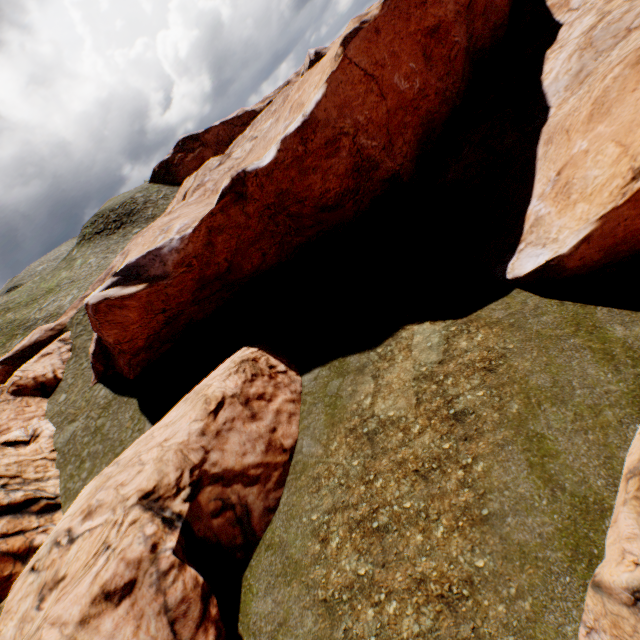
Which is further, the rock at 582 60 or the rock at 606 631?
the rock at 582 60

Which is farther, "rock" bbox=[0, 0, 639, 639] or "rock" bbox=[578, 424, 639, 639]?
"rock" bbox=[0, 0, 639, 639]

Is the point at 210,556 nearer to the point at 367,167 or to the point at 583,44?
the point at 367,167
